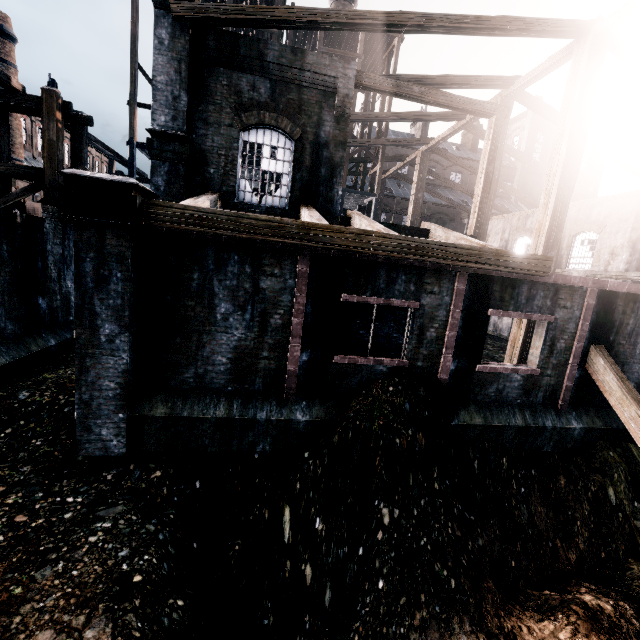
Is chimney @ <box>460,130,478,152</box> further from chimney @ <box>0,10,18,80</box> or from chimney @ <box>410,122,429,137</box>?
chimney @ <box>0,10,18,80</box>

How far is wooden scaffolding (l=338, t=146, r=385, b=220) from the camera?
25.9m

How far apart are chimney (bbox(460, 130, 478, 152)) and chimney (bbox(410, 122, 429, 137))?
7.5 meters

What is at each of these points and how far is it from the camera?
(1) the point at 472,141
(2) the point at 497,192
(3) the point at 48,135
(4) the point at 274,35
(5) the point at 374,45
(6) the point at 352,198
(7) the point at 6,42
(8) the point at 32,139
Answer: (1) chimney, 52.16m
(2) building, 51.53m
(3) wooden scaffolding, 12.96m
(4) wooden scaffolding, 20.34m
(5) wooden scaffolding, 26.14m
(6) wooden scaffolding, 29.19m
(7) chimney, 32.75m
(8) building, 40.94m

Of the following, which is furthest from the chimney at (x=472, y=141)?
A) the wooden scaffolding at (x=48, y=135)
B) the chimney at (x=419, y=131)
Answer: the wooden scaffolding at (x=48, y=135)

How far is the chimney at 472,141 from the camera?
52.1 meters

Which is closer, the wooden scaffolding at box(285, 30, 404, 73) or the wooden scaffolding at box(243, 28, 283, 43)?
the wooden scaffolding at box(243, 28, 283, 43)

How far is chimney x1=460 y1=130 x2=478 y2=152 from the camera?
52.1m
